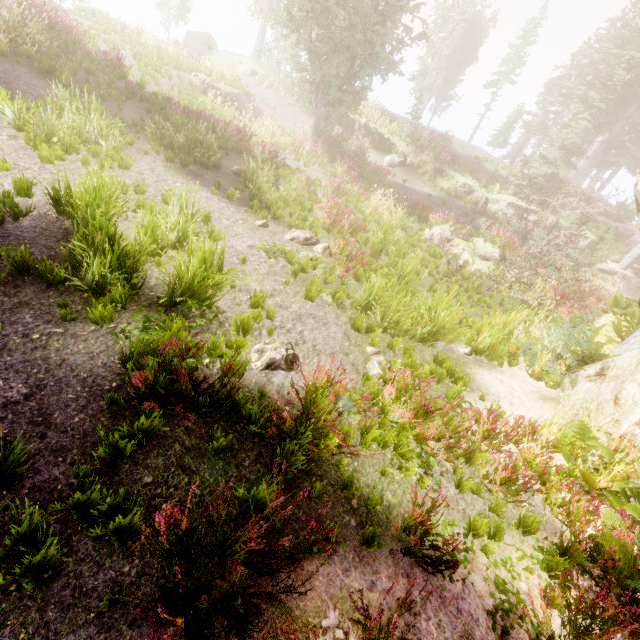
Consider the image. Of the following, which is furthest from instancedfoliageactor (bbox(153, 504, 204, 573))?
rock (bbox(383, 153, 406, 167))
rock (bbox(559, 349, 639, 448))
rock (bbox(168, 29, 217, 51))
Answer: rock (bbox(383, 153, 406, 167))

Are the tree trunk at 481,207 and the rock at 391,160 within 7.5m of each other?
yes

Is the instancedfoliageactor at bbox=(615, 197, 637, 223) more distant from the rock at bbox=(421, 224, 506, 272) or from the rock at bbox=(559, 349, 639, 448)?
the rock at bbox=(421, 224, 506, 272)

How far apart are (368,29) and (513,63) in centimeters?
2704cm

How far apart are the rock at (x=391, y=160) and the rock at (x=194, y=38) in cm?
2311

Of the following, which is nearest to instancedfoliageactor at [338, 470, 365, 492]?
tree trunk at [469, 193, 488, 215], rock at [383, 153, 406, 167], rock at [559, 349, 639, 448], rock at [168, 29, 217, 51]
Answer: rock at [559, 349, 639, 448]

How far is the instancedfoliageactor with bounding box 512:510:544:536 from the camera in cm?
412

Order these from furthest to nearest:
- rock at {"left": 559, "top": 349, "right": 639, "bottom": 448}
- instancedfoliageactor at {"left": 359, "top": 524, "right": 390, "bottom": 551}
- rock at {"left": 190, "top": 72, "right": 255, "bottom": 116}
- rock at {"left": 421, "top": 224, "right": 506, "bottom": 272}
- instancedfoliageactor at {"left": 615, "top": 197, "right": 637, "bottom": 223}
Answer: instancedfoliageactor at {"left": 615, "top": 197, "right": 637, "bottom": 223}
rock at {"left": 190, "top": 72, "right": 255, "bottom": 116}
rock at {"left": 421, "top": 224, "right": 506, "bottom": 272}
rock at {"left": 559, "top": 349, "right": 639, "bottom": 448}
instancedfoliageactor at {"left": 359, "top": 524, "right": 390, "bottom": 551}
